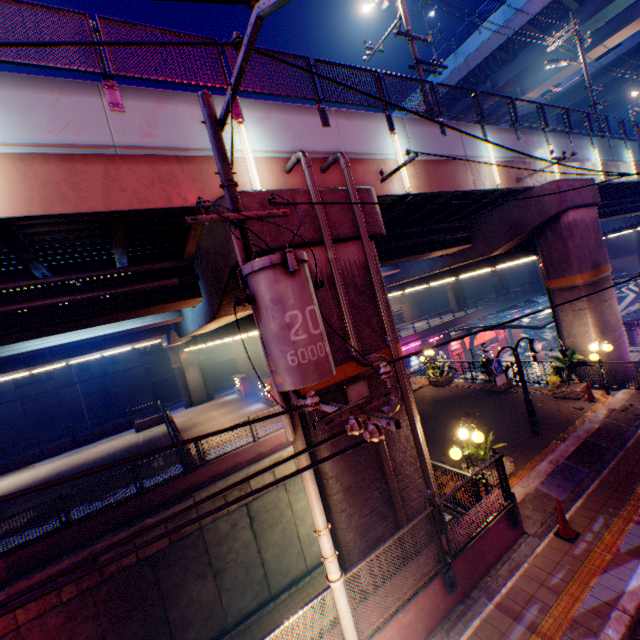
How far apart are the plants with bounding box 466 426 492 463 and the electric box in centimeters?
436cm

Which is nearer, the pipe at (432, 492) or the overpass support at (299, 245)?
the overpass support at (299, 245)

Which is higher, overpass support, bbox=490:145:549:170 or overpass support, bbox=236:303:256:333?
overpass support, bbox=490:145:549:170

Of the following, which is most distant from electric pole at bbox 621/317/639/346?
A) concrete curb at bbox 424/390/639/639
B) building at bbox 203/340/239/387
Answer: building at bbox 203/340/239/387

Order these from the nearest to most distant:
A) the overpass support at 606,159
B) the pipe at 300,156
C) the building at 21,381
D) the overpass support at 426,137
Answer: the pipe at 300,156, the overpass support at 426,137, the overpass support at 606,159, the building at 21,381

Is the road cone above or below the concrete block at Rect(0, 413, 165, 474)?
below

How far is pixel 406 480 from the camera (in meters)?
8.03

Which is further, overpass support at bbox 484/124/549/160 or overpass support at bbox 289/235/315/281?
overpass support at bbox 484/124/549/160
